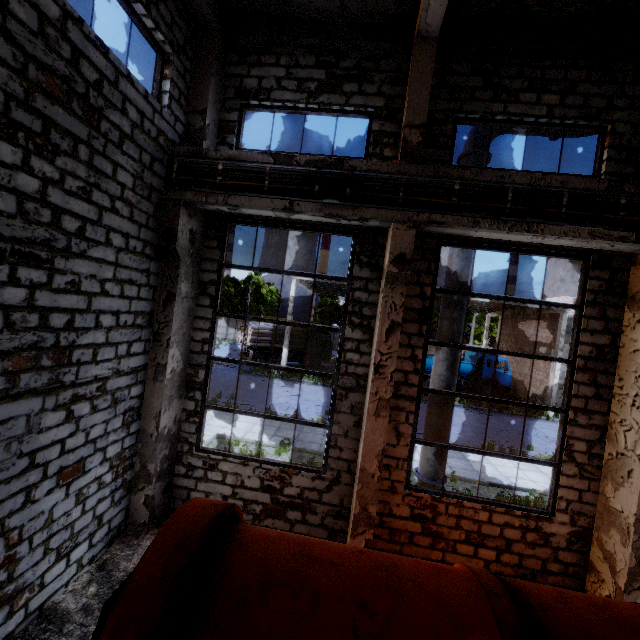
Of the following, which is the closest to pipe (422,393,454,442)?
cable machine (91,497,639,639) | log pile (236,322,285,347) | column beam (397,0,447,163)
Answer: column beam (397,0,447,163)

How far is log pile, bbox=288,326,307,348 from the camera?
28.78m

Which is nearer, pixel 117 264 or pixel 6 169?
pixel 6 169

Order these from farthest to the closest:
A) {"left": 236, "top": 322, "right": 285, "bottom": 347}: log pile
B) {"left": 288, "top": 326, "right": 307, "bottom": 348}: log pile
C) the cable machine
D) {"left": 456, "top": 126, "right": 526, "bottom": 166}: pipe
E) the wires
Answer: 1. {"left": 288, "top": 326, "right": 307, "bottom": 348}: log pile
2. {"left": 236, "top": 322, "right": 285, "bottom": 347}: log pile
3. {"left": 456, "top": 126, "right": 526, "bottom": 166}: pipe
4. the wires
5. the cable machine

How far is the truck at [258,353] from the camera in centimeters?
2722cm

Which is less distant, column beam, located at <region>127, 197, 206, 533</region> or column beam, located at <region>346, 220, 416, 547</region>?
column beam, located at <region>346, 220, 416, 547</region>

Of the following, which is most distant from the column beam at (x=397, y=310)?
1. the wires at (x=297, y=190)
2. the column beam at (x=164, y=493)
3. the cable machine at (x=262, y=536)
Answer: the column beam at (x=164, y=493)
